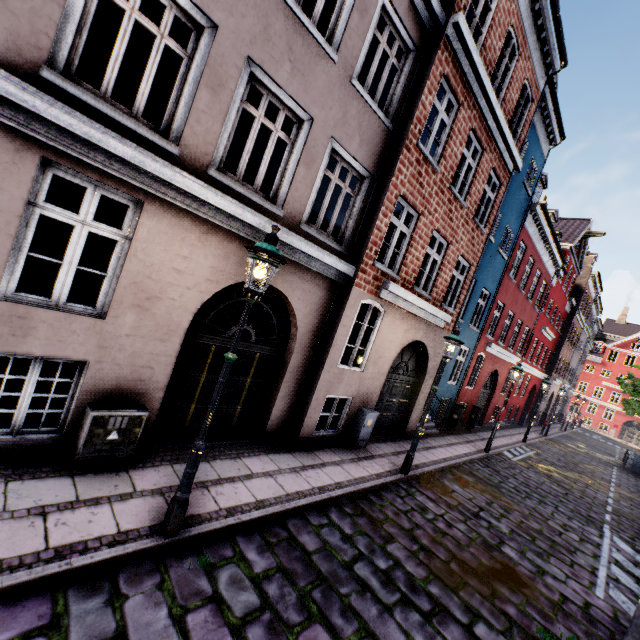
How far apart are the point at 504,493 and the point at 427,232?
8.1 meters

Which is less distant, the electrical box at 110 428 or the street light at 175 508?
the street light at 175 508

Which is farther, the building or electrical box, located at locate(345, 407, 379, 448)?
electrical box, located at locate(345, 407, 379, 448)

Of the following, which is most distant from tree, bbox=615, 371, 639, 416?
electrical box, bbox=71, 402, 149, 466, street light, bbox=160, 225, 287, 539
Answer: electrical box, bbox=71, 402, 149, 466

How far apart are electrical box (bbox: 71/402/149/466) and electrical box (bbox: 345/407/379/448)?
5.37m

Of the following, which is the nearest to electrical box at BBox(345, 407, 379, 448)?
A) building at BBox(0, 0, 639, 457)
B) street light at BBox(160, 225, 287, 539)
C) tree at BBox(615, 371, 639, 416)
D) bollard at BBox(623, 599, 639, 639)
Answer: building at BBox(0, 0, 639, 457)

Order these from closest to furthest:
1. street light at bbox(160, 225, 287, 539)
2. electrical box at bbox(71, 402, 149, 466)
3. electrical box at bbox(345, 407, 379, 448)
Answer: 1. street light at bbox(160, 225, 287, 539)
2. electrical box at bbox(71, 402, 149, 466)
3. electrical box at bbox(345, 407, 379, 448)

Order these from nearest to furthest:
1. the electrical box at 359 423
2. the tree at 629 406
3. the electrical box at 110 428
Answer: the electrical box at 110 428 < the electrical box at 359 423 < the tree at 629 406
